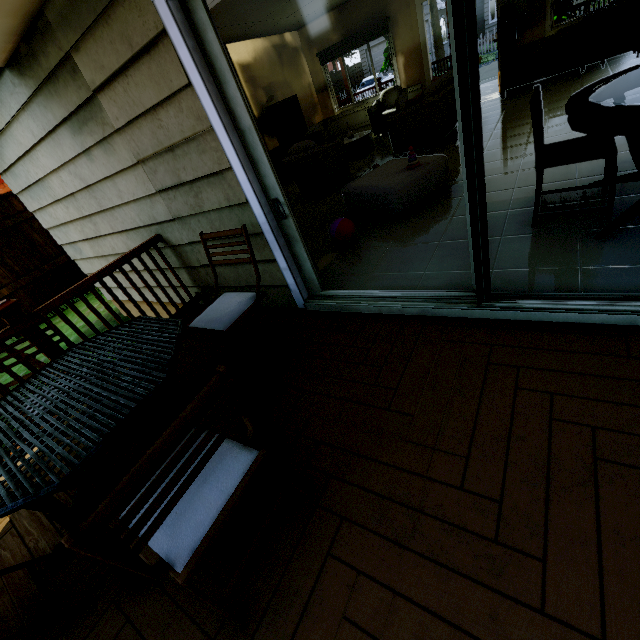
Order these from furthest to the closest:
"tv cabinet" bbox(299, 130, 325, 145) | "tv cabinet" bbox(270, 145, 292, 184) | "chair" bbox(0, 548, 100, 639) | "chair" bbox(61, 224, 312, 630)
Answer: "tv cabinet" bbox(299, 130, 325, 145) < "tv cabinet" bbox(270, 145, 292, 184) < "chair" bbox(0, 548, 100, 639) < "chair" bbox(61, 224, 312, 630)

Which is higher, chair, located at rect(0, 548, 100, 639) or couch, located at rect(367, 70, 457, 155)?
couch, located at rect(367, 70, 457, 155)

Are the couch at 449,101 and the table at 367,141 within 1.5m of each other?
yes

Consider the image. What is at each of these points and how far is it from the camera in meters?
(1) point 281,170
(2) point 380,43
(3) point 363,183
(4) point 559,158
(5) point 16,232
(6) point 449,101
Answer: (1) tv cabinet, 7.4 m
(2) garage door, 24.6 m
(3) table, 3.9 m
(4) chair, 2.3 m
(5) fence, 6.5 m
(6) couch, 5.4 m

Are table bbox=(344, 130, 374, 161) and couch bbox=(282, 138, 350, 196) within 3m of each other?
yes

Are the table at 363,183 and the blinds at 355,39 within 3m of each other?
no

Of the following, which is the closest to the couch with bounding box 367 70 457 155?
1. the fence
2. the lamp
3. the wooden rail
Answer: the lamp

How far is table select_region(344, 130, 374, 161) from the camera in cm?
681
